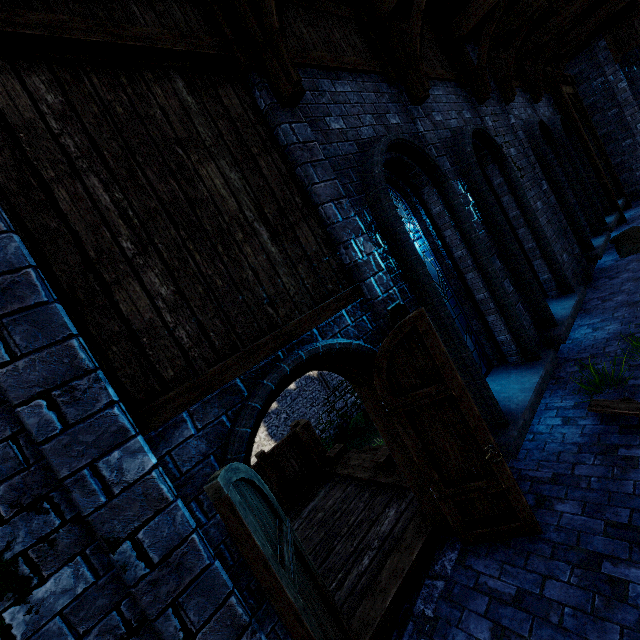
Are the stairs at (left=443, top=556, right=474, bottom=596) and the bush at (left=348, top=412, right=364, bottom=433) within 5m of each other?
no

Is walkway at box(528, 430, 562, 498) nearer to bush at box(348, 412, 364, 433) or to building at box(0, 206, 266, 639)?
building at box(0, 206, 266, 639)

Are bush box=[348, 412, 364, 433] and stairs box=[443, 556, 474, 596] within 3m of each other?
no

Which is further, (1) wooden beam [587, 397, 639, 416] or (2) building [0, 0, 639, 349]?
(1) wooden beam [587, 397, 639, 416]

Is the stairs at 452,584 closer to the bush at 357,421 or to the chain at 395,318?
the chain at 395,318

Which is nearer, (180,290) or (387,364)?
(180,290)

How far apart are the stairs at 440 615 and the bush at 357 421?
19.7 meters

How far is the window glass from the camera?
5.23m
